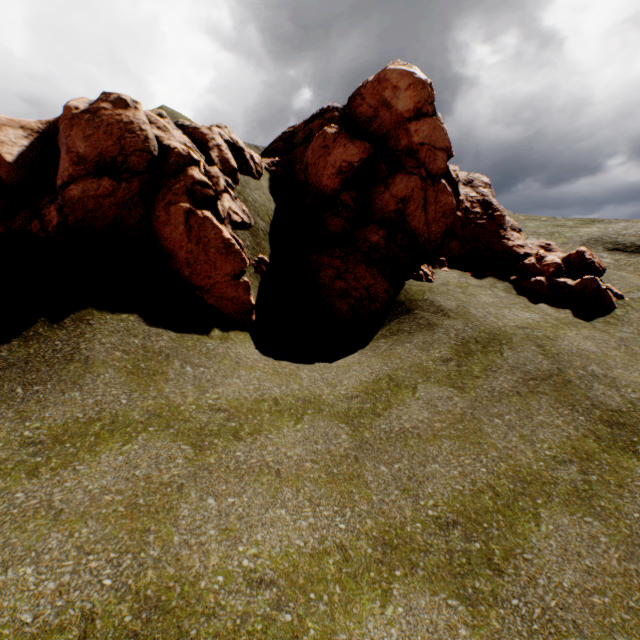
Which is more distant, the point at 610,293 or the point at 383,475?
the point at 610,293
